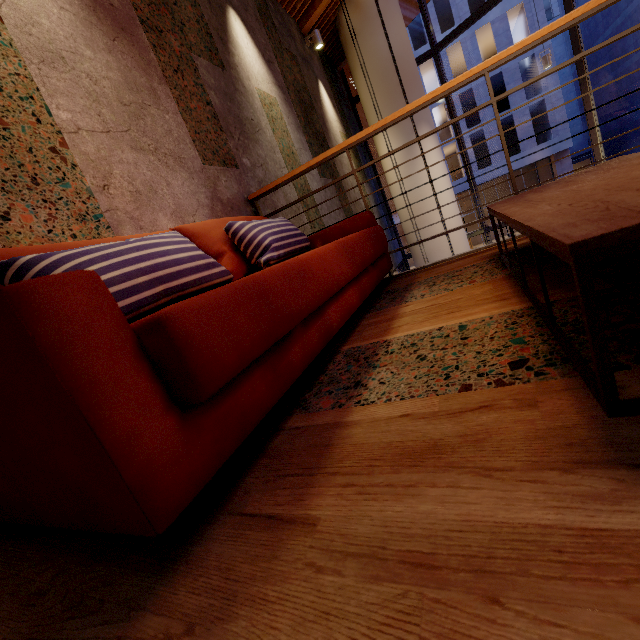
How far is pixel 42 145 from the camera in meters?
1.5

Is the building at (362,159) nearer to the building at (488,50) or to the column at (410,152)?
the column at (410,152)

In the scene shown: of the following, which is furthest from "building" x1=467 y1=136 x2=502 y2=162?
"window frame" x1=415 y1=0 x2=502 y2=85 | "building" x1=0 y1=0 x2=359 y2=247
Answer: "window frame" x1=415 y1=0 x2=502 y2=85

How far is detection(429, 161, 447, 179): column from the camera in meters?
6.3 m

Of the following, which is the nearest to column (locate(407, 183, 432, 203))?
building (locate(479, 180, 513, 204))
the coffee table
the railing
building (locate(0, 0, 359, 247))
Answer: building (locate(0, 0, 359, 247))

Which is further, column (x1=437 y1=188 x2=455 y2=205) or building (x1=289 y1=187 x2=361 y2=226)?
column (x1=437 y1=188 x2=455 y2=205)

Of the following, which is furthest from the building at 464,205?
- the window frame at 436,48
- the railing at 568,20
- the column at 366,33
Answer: the railing at 568,20

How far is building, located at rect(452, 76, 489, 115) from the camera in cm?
2366
